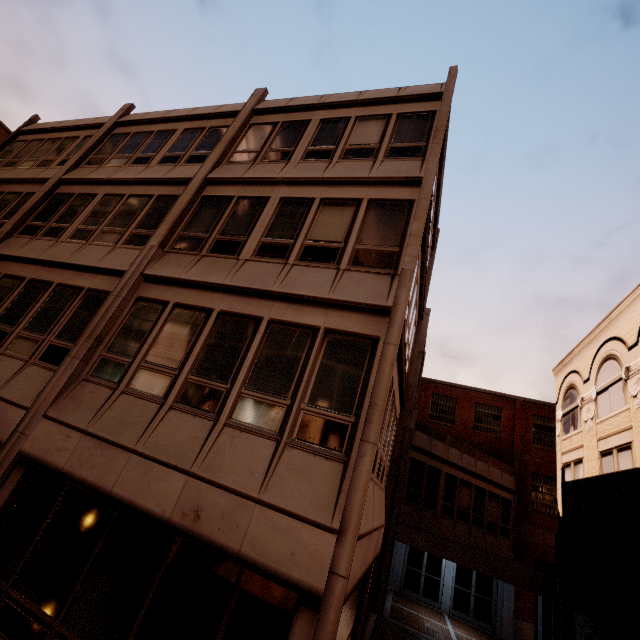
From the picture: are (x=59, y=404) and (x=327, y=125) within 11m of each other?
yes
